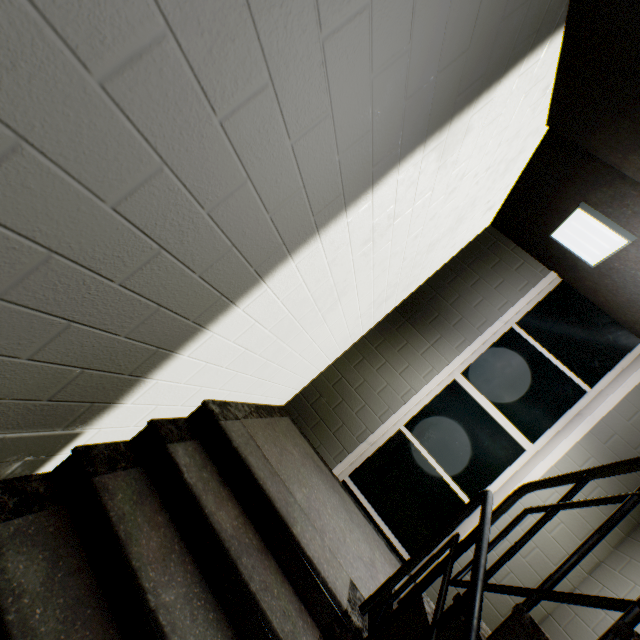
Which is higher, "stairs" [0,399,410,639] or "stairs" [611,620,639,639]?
"stairs" [611,620,639,639]

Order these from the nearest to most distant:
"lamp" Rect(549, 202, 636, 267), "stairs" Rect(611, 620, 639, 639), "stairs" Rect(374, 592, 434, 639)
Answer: "stairs" Rect(611, 620, 639, 639) < "stairs" Rect(374, 592, 434, 639) < "lamp" Rect(549, 202, 636, 267)

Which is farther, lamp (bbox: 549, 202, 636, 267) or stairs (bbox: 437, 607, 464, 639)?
lamp (bbox: 549, 202, 636, 267)

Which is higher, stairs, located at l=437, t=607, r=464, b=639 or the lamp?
the lamp

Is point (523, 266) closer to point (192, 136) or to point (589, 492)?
point (589, 492)

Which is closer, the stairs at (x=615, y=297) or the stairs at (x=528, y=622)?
the stairs at (x=528, y=622)

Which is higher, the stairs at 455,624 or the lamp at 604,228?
the lamp at 604,228
